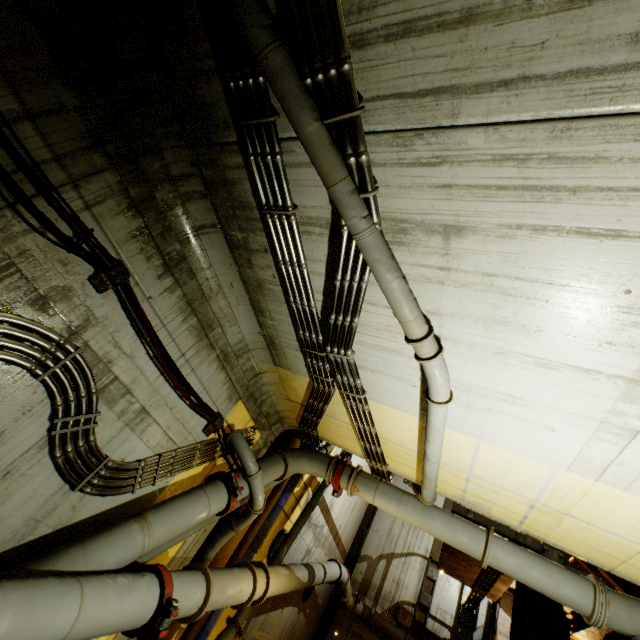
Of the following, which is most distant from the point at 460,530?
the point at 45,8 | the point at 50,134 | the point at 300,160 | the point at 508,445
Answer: the point at 45,8

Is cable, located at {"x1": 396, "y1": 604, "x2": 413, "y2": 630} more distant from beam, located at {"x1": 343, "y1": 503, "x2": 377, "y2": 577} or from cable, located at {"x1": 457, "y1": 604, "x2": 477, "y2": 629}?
beam, located at {"x1": 343, "y1": 503, "x2": 377, "y2": 577}

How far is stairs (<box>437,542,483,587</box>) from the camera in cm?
999

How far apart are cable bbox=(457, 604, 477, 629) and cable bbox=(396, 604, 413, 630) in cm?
169

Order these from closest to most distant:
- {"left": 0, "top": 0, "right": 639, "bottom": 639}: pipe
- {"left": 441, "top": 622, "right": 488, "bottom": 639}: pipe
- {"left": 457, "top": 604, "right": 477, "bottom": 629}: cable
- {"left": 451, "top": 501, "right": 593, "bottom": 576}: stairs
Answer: {"left": 0, "top": 0, "right": 639, "bottom": 639}: pipe, {"left": 451, "top": 501, "right": 593, "bottom": 576}: stairs, {"left": 441, "top": 622, "right": 488, "bottom": 639}: pipe, {"left": 457, "top": 604, "right": 477, "bottom": 629}: cable

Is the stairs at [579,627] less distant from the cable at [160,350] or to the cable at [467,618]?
the cable at [467,618]

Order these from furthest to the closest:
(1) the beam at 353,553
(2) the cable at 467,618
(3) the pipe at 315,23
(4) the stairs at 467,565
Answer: (1) the beam at 353,553 → (2) the cable at 467,618 → (4) the stairs at 467,565 → (3) the pipe at 315,23

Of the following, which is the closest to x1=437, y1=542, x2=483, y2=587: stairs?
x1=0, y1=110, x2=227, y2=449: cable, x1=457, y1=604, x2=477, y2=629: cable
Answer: x1=457, y1=604, x2=477, y2=629: cable
